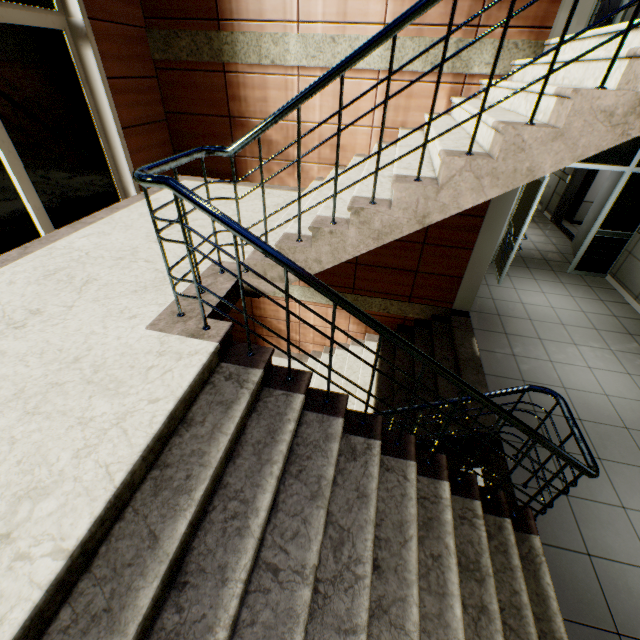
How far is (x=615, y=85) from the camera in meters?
1.8 m

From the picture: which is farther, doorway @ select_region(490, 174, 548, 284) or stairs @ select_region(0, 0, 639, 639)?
doorway @ select_region(490, 174, 548, 284)

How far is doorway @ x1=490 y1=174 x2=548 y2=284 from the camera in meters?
5.3

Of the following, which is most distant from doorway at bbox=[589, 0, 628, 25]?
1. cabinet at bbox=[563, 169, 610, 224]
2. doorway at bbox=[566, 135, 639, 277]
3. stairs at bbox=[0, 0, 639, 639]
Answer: cabinet at bbox=[563, 169, 610, 224]

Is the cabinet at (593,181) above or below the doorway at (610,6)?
below

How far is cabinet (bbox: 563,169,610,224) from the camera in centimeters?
820cm

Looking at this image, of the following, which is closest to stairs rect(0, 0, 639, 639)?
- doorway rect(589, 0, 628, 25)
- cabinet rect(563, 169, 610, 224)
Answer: doorway rect(589, 0, 628, 25)

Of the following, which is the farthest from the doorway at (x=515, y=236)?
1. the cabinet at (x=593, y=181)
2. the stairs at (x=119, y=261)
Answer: the cabinet at (x=593, y=181)
